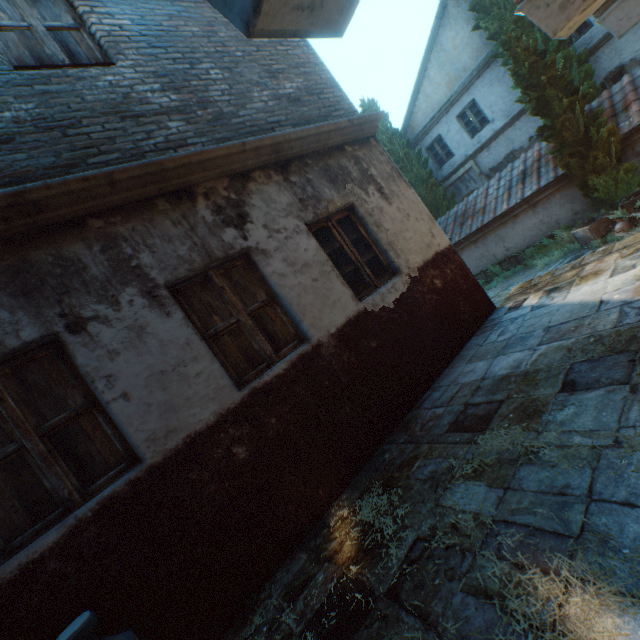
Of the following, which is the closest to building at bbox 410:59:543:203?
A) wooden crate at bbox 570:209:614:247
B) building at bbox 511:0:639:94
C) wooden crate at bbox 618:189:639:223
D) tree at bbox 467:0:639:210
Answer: tree at bbox 467:0:639:210

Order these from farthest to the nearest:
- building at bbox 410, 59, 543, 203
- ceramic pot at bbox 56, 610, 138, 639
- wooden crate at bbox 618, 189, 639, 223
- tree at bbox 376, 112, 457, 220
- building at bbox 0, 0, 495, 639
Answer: tree at bbox 376, 112, 457, 220 < building at bbox 410, 59, 543, 203 < wooden crate at bbox 618, 189, 639, 223 < building at bbox 0, 0, 495, 639 < ceramic pot at bbox 56, 610, 138, 639

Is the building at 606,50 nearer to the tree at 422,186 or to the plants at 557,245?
the tree at 422,186

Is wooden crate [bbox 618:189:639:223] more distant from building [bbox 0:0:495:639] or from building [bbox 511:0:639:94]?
building [bbox 0:0:495:639]

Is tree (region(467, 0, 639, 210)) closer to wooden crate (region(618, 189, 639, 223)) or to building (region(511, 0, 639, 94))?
wooden crate (region(618, 189, 639, 223))

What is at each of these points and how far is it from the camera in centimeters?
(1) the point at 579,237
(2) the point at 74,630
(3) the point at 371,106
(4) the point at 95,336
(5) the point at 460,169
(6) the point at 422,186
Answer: (1) wooden crate, 895cm
(2) ceramic pot, 192cm
(3) tree, 1675cm
(4) building, 282cm
(5) building, 1595cm
(6) tree, 1625cm

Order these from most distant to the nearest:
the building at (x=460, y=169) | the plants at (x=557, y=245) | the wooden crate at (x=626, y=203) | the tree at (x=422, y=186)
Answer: the tree at (x=422, y=186) < the building at (x=460, y=169) < the plants at (x=557, y=245) < the wooden crate at (x=626, y=203)

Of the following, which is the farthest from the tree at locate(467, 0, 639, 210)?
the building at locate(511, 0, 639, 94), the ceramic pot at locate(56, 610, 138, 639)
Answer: the ceramic pot at locate(56, 610, 138, 639)
